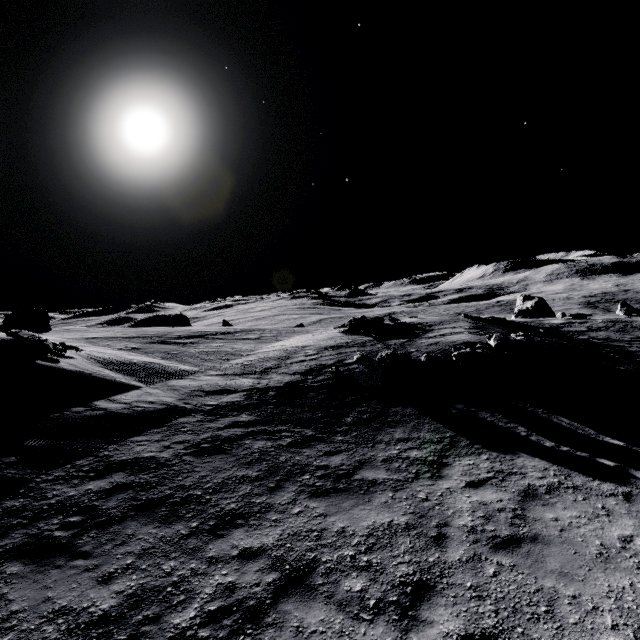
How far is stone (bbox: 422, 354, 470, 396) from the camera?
13.7m

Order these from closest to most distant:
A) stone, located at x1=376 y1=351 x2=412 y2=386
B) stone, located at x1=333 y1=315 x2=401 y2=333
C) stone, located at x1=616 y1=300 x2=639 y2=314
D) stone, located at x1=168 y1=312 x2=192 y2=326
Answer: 1. stone, located at x1=376 y1=351 x2=412 y2=386
2. stone, located at x1=333 y1=315 x2=401 y2=333
3. stone, located at x1=616 y1=300 x2=639 y2=314
4. stone, located at x1=168 y1=312 x2=192 y2=326

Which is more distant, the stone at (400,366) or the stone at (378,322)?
the stone at (378,322)

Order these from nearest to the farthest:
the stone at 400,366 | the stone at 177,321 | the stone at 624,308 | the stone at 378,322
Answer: the stone at 400,366
the stone at 378,322
the stone at 624,308
the stone at 177,321

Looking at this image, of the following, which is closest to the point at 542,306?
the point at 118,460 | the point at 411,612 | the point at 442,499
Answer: the point at 442,499

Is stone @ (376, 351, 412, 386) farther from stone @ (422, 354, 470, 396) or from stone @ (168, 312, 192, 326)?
stone @ (168, 312, 192, 326)

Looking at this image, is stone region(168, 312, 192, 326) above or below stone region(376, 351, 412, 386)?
above

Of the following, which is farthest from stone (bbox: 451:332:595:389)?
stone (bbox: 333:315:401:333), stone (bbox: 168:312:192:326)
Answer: stone (bbox: 168:312:192:326)
